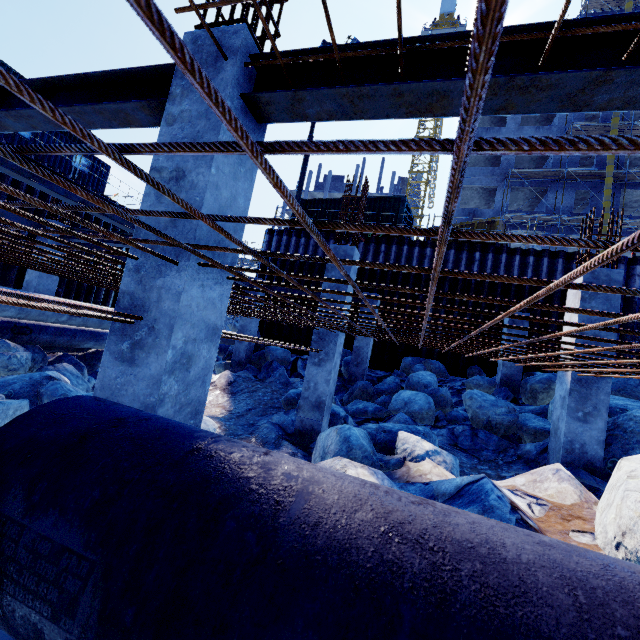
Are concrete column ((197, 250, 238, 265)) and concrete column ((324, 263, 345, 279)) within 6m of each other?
yes

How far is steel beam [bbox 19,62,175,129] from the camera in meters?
3.1 m

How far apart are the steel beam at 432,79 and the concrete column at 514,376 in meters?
9.5 m

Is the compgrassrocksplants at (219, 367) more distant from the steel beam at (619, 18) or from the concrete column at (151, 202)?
the steel beam at (619, 18)

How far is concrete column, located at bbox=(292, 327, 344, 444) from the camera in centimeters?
703cm

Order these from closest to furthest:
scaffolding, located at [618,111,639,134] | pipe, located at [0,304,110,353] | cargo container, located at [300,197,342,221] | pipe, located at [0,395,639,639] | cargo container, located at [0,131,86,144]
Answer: pipe, located at [0,395,639,639] < pipe, located at [0,304,110,353] < cargo container, located at [0,131,86,144] < cargo container, located at [300,197,342,221] < scaffolding, located at [618,111,639,134]

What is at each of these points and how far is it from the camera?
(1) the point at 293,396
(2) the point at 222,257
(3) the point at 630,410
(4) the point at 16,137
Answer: (1) compgrassrocksplants, 8.70m
(2) concrete column, 2.78m
(3) rock, 6.85m
(4) cargo container, 14.72m

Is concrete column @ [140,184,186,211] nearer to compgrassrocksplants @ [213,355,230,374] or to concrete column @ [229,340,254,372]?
concrete column @ [229,340,254,372]
